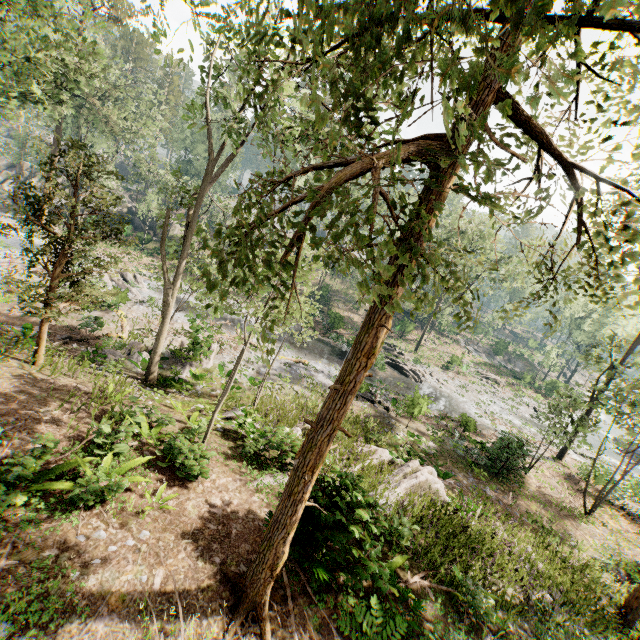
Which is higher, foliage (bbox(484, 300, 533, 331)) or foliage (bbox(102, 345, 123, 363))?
foliage (bbox(484, 300, 533, 331))

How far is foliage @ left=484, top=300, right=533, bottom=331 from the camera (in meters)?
6.43

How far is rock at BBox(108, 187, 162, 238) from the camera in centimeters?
4410cm

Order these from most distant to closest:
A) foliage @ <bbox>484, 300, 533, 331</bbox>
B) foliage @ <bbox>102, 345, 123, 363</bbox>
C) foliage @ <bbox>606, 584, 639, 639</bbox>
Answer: foliage @ <bbox>102, 345, 123, 363</bbox> → foliage @ <bbox>606, 584, 639, 639</bbox> → foliage @ <bbox>484, 300, 533, 331</bbox>

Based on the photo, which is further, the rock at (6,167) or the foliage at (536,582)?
the rock at (6,167)

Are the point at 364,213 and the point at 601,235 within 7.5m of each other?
yes

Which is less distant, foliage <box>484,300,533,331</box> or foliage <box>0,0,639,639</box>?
foliage <box>0,0,639,639</box>

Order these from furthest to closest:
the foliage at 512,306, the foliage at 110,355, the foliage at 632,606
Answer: the foliage at 110,355 → the foliage at 632,606 → the foliage at 512,306
